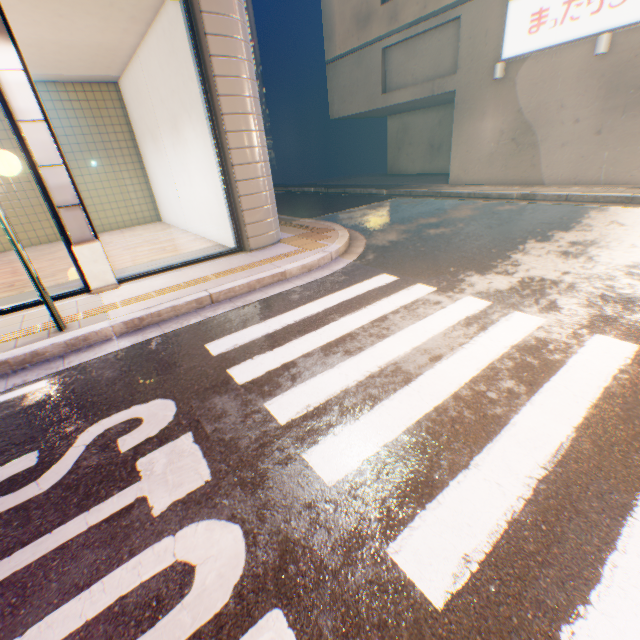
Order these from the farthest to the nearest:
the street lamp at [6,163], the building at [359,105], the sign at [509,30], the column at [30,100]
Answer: the building at [359,105]
the sign at [509,30]
the column at [30,100]
the street lamp at [6,163]

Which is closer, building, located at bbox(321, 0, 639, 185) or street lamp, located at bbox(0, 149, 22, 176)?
street lamp, located at bbox(0, 149, 22, 176)

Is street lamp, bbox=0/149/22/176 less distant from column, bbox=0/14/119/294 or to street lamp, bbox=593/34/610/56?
column, bbox=0/14/119/294

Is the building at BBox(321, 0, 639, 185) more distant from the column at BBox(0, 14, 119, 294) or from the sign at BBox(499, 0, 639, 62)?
the column at BBox(0, 14, 119, 294)

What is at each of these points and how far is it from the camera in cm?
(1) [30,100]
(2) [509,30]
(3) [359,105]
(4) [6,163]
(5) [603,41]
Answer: (1) column, 438
(2) sign, 987
(3) building, 1562
(4) street lamp, 367
(5) street lamp, 829

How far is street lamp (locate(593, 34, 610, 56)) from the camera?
8.3 meters

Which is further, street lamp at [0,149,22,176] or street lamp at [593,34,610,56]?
street lamp at [593,34,610,56]

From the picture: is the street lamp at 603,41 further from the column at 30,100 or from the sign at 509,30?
the column at 30,100
